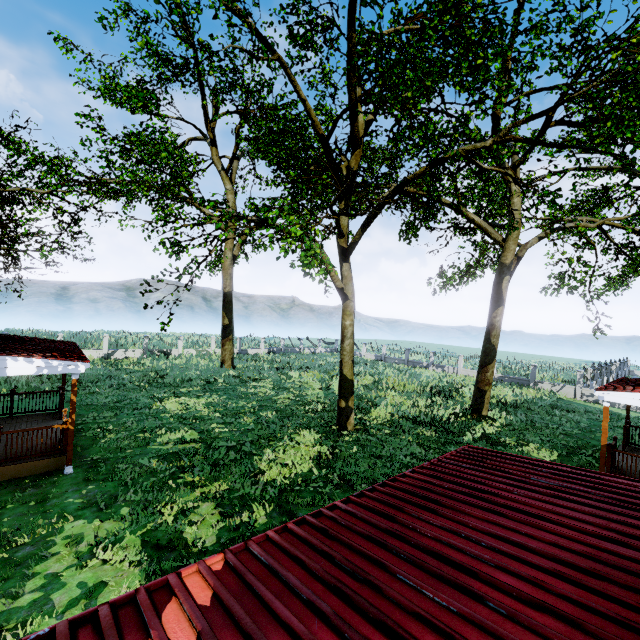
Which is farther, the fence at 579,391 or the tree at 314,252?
the fence at 579,391

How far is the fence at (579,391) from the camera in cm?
2511

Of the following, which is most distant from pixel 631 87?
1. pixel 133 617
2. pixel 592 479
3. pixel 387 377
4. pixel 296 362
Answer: pixel 296 362

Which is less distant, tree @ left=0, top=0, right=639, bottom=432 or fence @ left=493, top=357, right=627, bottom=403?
tree @ left=0, top=0, right=639, bottom=432

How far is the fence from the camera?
25.1 meters
